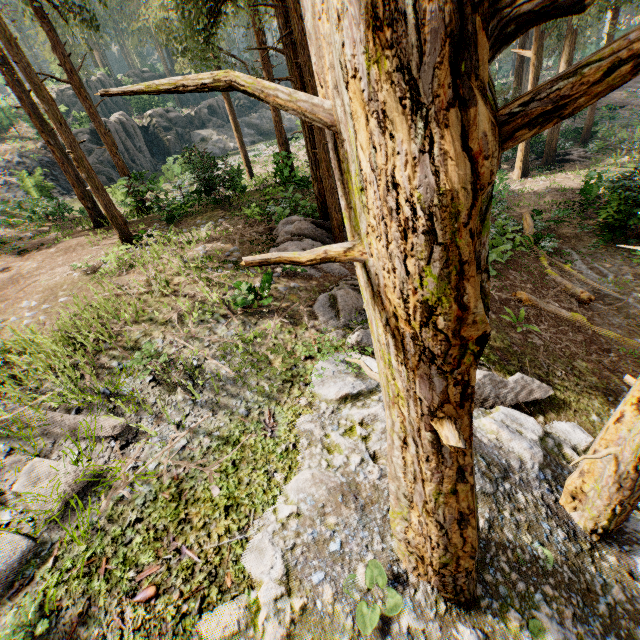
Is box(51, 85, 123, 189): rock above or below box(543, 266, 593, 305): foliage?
above

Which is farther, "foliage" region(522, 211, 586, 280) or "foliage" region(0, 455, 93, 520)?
"foliage" region(522, 211, 586, 280)

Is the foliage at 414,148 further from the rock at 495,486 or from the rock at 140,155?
the rock at 140,155

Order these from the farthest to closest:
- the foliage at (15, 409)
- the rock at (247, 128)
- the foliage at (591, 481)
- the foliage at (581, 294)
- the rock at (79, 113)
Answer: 1. the rock at (247, 128)
2. the rock at (79, 113)
3. the foliage at (581, 294)
4. the foliage at (15, 409)
5. the foliage at (591, 481)

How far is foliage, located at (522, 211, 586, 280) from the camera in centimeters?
1345cm

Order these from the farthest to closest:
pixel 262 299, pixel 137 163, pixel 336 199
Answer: pixel 137 163
pixel 336 199
pixel 262 299

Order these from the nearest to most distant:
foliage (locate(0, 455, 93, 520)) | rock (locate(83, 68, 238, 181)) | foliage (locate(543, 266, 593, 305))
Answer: foliage (locate(0, 455, 93, 520)), foliage (locate(543, 266, 593, 305)), rock (locate(83, 68, 238, 181))

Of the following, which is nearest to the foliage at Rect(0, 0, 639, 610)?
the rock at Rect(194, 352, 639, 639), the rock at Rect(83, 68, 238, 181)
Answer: the rock at Rect(194, 352, 639, 639)
